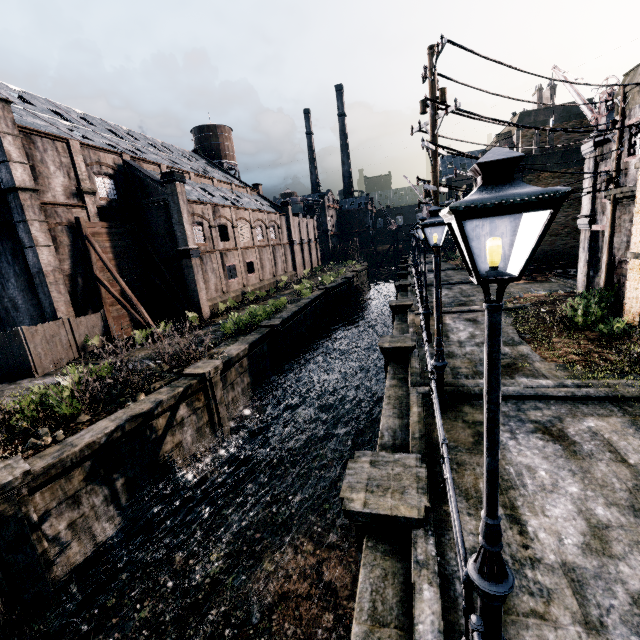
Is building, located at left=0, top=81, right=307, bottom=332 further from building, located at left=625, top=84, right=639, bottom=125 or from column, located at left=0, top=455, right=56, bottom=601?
building, located at left=625, top=84, right=639, bottom=125

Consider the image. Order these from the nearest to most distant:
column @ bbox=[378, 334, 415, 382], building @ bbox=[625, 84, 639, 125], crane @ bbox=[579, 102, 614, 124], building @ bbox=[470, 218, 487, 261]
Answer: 1. building @ bbox=[625, 84, 639, 125]
2. column @ bbox=[378, 334, 415, 382]
3. crane @ bbox=[579, 102, 614, 124]
4. building @ bbox=[470, 218, 487, 261]

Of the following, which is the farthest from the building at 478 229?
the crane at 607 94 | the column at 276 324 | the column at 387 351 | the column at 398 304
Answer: the column at 387 351

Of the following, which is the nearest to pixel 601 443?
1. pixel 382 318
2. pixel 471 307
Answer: pixel 471 307

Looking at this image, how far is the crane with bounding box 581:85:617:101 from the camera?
17.6 meters

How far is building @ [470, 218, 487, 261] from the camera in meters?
40.4

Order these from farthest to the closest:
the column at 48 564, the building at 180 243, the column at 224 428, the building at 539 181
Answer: the building at 539 181
the building at 180 243
the column at 224 428
the column at 48 564

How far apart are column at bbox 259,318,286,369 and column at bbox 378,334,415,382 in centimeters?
939cm
